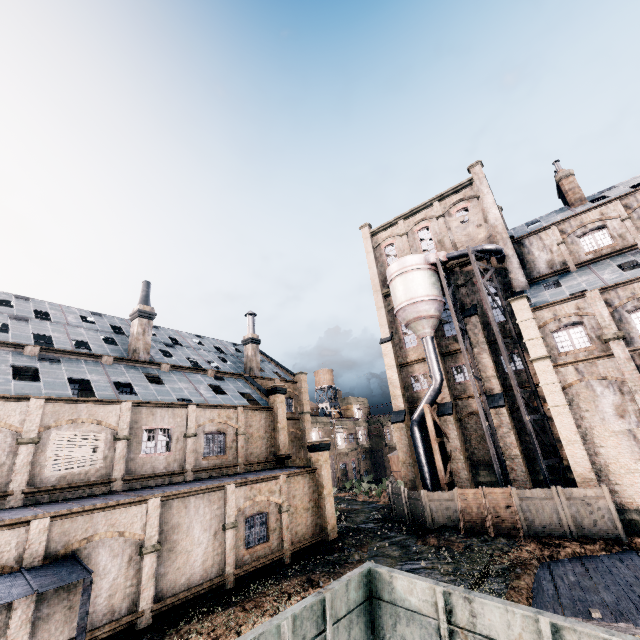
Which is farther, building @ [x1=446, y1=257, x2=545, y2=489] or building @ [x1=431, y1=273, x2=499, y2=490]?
building @ [x1=431, y1=273, x2=499, y2=490]

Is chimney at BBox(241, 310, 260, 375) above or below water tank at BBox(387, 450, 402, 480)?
above

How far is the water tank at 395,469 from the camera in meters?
48.7

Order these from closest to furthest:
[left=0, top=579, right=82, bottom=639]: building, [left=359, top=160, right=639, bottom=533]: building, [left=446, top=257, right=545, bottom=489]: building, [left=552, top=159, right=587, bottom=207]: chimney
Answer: [left=0, top=579, right=82, bottom=639]: building, [left=359, top=160, right=639, bottom=533]: building, [left=446, top=257, right=545, bottom=489]: building, [left=552, top=159, right=587, bottom=207]: chimney

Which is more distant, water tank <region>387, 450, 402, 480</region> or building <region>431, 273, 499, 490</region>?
water tank <region>387, 450, 402, 480</region>

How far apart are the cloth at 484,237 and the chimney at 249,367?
24.16m

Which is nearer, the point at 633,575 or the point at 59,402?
the point at 633,575

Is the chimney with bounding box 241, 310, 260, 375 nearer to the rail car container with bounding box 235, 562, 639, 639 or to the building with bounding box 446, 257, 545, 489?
the building with bounding box 446, 257, 545, 489
